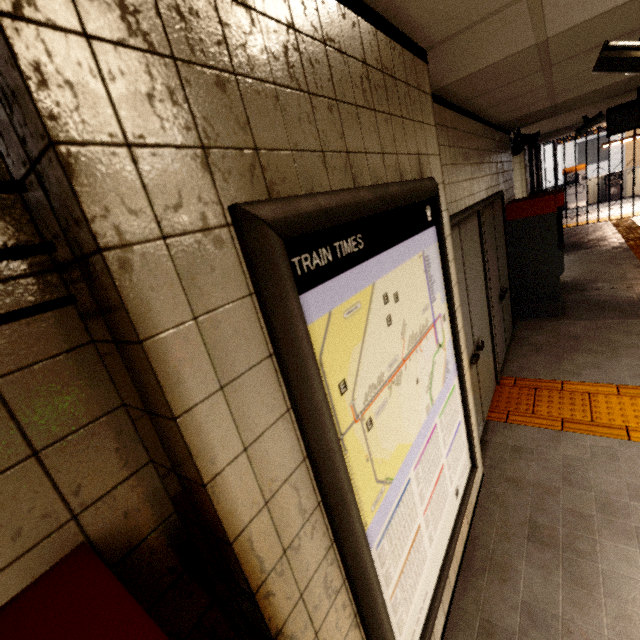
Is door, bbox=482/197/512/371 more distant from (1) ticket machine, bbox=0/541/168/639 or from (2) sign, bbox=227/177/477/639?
(1) ticket machine, bbox=0/541/168/639

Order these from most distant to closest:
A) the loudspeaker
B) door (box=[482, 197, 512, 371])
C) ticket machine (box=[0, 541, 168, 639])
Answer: the loudspeaker → door (box=[482, 197, 512, 371]) → ticket machine (box=[0, 541, 168, 639])

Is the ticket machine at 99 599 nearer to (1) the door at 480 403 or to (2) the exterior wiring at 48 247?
(2) the exterior wiring at 48 247

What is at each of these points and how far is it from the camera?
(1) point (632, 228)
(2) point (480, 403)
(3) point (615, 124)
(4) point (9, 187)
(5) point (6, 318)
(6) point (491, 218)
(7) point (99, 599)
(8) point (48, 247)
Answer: (1) groundtactileadastrip, 9.1 meters
(2) door, 3.2 meters
(3) sign, 4.8 meters
(4) exterior wiring, 0.5 meters
(5) exterior wiring, 0.5 meters
(6) door, 3.9 meters
(7) ticket machine, 0.5 meters
(8) exterior wiring, 0.5 meters

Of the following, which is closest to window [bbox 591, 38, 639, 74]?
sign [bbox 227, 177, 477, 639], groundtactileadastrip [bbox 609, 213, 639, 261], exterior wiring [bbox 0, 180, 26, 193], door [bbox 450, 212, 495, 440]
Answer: door [bbox 450, 212, 495, 440]

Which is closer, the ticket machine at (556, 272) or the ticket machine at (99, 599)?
the ticket machine at (99, 599)

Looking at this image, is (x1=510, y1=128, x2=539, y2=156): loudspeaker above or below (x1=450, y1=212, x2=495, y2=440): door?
above

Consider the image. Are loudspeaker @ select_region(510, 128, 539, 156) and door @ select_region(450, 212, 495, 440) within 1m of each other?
no
